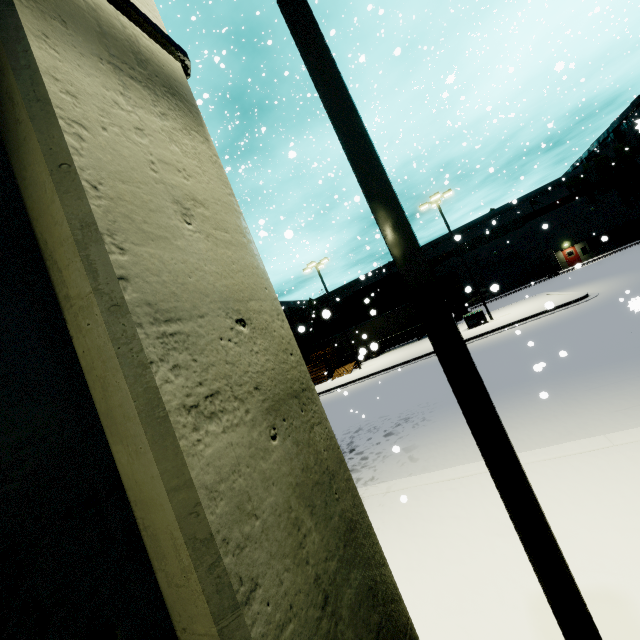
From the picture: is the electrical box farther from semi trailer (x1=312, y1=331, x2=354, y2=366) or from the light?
the light

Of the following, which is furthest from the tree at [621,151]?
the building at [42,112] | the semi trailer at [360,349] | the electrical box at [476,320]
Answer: the electrical box at [476,320]

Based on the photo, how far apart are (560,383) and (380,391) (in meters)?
8.99

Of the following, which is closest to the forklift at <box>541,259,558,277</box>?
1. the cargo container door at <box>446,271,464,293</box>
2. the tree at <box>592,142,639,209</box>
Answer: the tree at <box>592,142,639,209</box>

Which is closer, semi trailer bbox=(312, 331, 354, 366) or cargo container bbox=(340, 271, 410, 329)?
semi trailer bbox=(312, 331, 354, 366)

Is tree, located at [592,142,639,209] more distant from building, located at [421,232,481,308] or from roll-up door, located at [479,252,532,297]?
roll-up door, located at [479,252,532,297]

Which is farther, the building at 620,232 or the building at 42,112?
the building at 620,232

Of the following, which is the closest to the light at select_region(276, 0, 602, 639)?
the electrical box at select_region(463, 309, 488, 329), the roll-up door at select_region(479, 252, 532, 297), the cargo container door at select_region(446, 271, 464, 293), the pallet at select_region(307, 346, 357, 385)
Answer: the pallet at select_region(307, 346, 357, 385)
